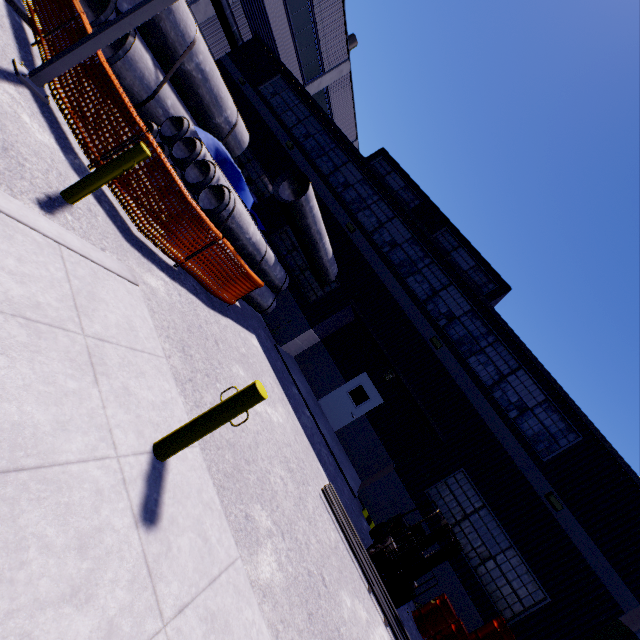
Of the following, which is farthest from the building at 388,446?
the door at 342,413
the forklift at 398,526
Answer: the forklift at 398,526

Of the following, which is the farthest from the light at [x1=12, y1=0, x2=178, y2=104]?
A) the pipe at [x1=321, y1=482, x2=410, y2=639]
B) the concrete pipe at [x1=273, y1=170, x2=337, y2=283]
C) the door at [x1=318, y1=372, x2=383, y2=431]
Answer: the door at [x1=318, y1=372, x2=383, y2=431]

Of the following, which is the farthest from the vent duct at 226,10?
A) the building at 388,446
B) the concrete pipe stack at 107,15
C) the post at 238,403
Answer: the post at 238,403

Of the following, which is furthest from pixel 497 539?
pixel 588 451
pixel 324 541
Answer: pixel 324 541

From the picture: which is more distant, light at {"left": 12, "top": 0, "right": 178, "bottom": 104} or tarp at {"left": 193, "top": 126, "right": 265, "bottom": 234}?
tarp at {"left": 193, "top": 126, "right": 265, "bottom": 234}

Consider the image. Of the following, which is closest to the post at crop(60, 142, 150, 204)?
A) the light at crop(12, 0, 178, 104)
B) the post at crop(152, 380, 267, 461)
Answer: the light at crop(12, 0, 178, 104)

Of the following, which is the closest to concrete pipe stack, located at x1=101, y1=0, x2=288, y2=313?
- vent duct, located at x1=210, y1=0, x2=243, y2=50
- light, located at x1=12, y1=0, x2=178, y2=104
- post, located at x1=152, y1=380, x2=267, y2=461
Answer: light, located at x1=12, y1=0, x2=178, y2=104

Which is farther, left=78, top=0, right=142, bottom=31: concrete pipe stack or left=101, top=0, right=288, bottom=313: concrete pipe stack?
left=78, top=0, right=142, bottom=31: concrete pipe stack
